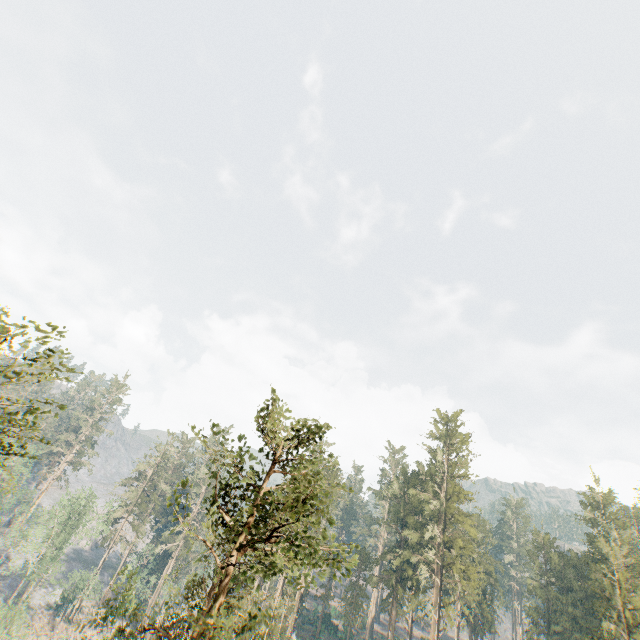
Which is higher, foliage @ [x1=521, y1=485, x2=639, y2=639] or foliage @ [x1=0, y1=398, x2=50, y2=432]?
foliage @ [x1=521, y1=485, x2=639, y2=639]

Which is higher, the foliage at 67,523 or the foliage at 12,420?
the foliage at 12,420

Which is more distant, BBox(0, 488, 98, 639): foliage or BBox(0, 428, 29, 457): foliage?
BBox(0, 488, 98, 639): foliage

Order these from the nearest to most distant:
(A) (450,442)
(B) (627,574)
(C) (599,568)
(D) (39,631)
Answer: (B) (627,574), (C) (599,568), (D) (39,631), (A) (450,442)

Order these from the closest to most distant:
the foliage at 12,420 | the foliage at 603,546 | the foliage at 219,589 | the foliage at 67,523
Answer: the foliage at 12,420 → the foliage at 219,589 → the foliage at 603,546 → the foliage at 67,523

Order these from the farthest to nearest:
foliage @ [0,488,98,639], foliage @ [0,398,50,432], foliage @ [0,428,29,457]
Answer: foliage @ [0,488,98,639], foliage @ [0,428,29,457], foliage @ [0,398,50,432]
